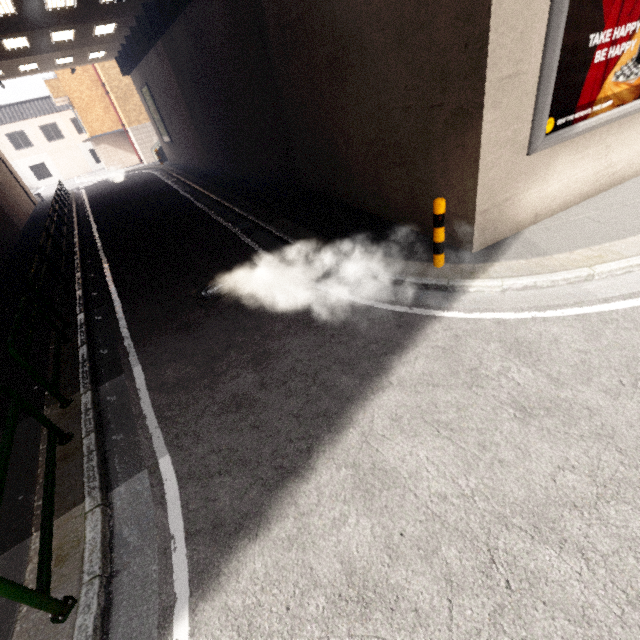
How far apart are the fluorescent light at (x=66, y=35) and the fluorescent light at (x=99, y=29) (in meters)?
0.92

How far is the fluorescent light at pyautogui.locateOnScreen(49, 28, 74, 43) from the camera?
14.5m

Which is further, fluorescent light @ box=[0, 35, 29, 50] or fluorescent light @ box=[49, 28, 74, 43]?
fluorescent light @ box=[49, 28, 74, 43]

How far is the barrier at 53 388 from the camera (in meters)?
3.99

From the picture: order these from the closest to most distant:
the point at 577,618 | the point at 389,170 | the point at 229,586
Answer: the point at 577,618 < the point at 229,586 < the point at 389,170

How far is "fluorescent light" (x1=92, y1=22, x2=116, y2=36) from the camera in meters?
15.1 m

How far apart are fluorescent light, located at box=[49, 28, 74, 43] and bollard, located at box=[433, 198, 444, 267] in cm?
1998

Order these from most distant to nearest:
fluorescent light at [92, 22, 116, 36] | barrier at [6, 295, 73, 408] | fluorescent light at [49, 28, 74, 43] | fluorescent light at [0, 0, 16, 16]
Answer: fluorescent light at [92, 22, 116, 36], fluorescent light at [49, 28, 74, 43], fluorescent light at [0, 0, 16, 16], barrier at [6, 295, 73, 408]
